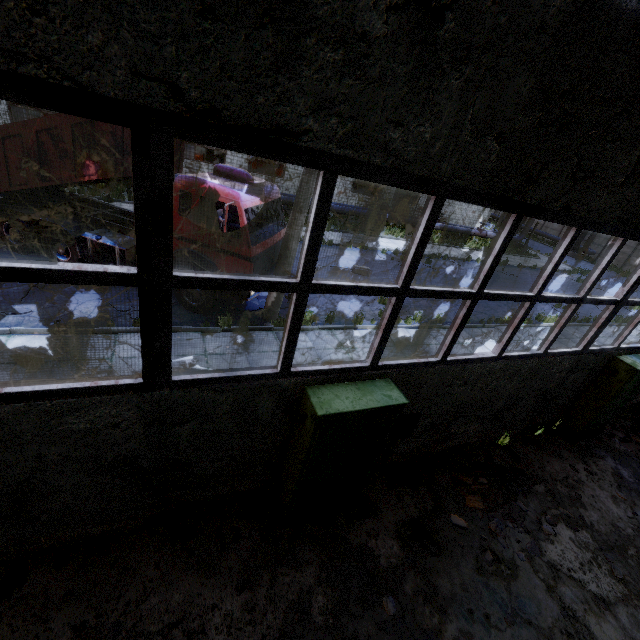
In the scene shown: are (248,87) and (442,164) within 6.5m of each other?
yes

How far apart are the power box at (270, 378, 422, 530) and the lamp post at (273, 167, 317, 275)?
5.4 meters

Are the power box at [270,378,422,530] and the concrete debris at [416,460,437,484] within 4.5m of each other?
yes

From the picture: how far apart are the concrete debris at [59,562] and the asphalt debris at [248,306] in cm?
689

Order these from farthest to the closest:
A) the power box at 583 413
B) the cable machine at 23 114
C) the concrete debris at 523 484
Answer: the cable machine at 23 114
the power box at 583 413
the concrete debris at 523 484

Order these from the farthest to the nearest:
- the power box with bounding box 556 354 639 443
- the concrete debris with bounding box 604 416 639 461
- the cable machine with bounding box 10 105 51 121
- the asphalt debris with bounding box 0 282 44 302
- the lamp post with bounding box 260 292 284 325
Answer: the cable machine with bounding box 10 105 51 121 → the lamp post with bounding box 260 292 284 325 → the concrete debris with bounding box 604 416 639 461 → the asphalt debris with bounding box 0 282 44 302 → the power box with bounding box 556 354 639 443

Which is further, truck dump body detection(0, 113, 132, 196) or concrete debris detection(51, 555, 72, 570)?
truck dump body detection(0, 113, 132, 196)

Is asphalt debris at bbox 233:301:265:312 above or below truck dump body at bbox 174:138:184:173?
below
